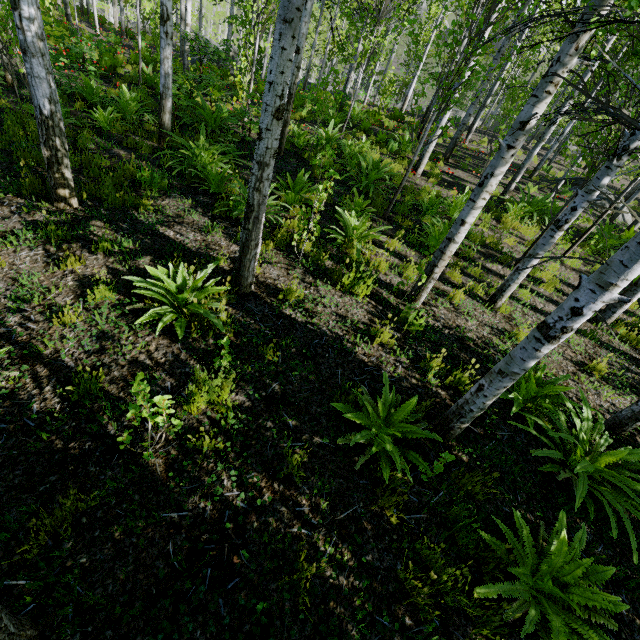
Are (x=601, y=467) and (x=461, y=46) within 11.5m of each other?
no

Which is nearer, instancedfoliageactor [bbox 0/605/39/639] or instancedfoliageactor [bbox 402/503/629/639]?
instancedfoliageactor [bbox 0/605/39/639]

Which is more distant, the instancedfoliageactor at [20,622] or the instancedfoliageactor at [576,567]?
the instancedfoliageactor at [576,567]
